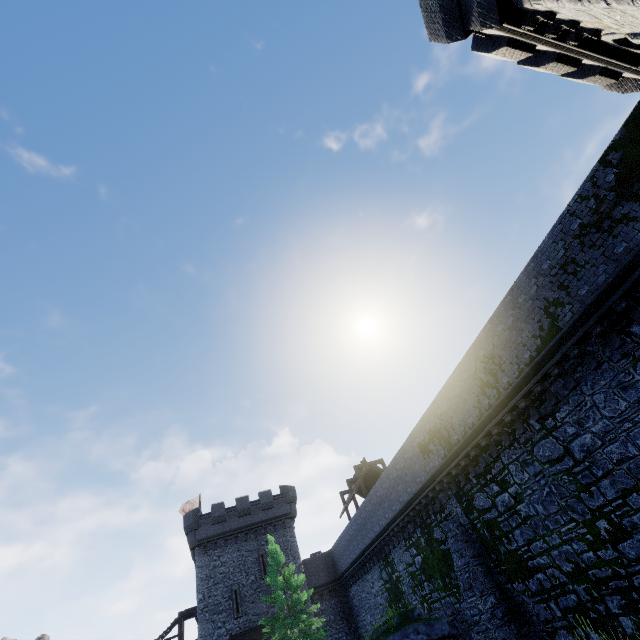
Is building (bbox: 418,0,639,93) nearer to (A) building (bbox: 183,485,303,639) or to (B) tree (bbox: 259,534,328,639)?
(B) tree (bbox: 259,534,328,639)

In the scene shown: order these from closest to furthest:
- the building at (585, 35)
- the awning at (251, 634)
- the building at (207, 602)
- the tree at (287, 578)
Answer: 1. the building at (585, 35)
2. the tree at (287, 578)
3. the awning at (251, 634)
4. the building at (207, 602)

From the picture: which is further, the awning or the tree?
the awning

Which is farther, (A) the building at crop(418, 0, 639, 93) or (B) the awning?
(B) the awning

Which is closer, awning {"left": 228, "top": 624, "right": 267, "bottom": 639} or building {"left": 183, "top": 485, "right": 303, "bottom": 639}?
awning {"left": 228, "top": 624, "right": 267, "bottom": 639}

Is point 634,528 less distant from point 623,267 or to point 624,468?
point 624,468

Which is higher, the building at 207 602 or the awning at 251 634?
the building at 207 602

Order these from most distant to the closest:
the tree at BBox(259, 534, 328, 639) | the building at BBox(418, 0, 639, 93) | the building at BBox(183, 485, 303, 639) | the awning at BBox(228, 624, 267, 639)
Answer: the building at BBox(183, 485, 303, 639)
the awning at BBox(228, 624, 267, 639)
the tree at BBox(259, 534, 328, 639)
the building at BBox(418, 0, 639, 93)
